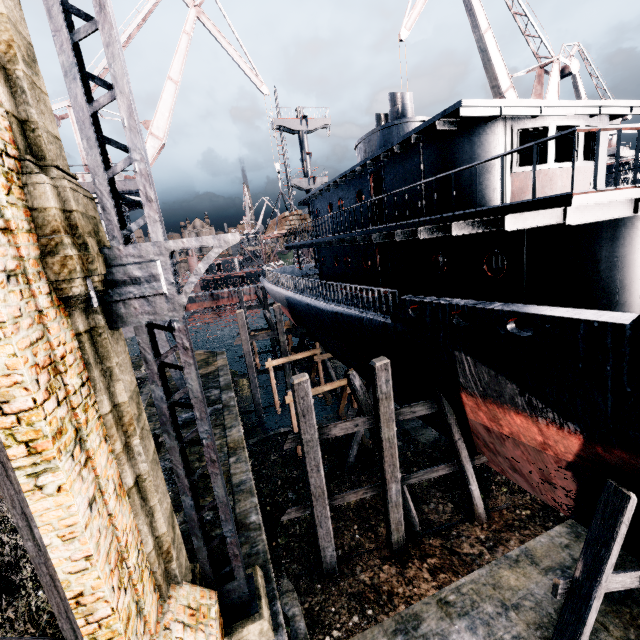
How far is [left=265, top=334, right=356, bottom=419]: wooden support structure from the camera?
18.5 meters

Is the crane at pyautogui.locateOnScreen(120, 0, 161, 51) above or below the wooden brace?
above

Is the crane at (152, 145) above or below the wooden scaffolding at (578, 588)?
above

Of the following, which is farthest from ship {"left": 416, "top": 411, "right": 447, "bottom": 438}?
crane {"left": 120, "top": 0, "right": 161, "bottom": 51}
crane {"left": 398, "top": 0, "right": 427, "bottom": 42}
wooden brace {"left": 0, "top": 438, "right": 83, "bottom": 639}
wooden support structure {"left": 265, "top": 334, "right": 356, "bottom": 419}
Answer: wooden brace {"left": 0, "top": 438, "right": 83, "bottom": 639}

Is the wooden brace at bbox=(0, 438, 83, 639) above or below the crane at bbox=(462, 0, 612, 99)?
below

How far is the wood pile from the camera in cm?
2373

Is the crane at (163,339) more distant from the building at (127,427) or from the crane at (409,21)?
the crane at (409,21)

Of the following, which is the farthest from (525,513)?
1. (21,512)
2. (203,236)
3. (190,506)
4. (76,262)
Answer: (76,262)
